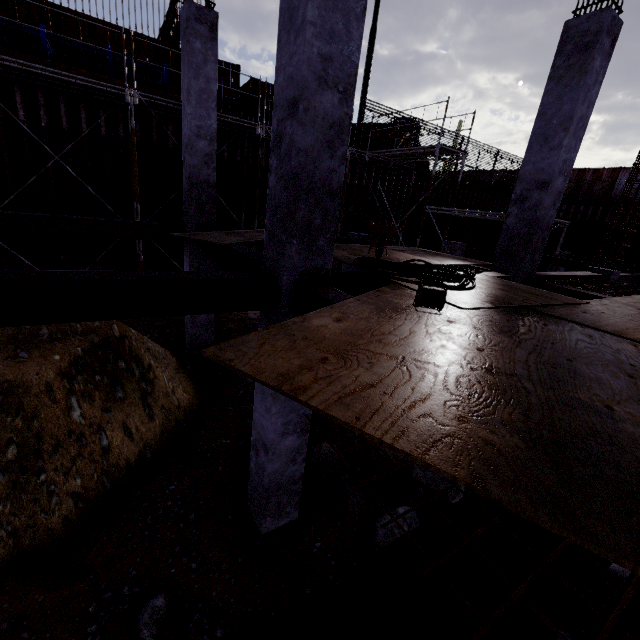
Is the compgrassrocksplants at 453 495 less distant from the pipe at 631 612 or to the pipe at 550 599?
the pipe at 550 599

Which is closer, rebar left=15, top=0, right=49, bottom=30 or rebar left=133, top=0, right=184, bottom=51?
rebar left=15, top=0, right=49, bottom=30

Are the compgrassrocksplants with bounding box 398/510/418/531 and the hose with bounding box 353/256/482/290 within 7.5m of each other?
yes

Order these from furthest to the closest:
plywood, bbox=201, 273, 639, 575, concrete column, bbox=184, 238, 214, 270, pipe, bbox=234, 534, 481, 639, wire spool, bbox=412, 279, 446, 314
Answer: concrete column, bbox=184, 238, 214, 270, wire spool, bbox=412, 279, 446, 314, pipe, bbox=234, 534, 481, 639, plywood, bbox=201, 273, 639, 575

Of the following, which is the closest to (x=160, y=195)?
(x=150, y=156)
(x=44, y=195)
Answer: (x=150, y=156)

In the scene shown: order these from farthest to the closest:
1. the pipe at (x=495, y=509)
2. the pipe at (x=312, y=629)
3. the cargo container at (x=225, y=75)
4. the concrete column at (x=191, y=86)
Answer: the cargo container at (x=225, y=75)
the concrete column at (x=191, y=86)
the pipe at (x=495, y=509)
the pipe at (x=312, y=629)

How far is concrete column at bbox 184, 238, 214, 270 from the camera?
7.6m

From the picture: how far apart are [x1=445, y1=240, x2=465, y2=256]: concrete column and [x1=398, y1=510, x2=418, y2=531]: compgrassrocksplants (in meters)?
9.03
